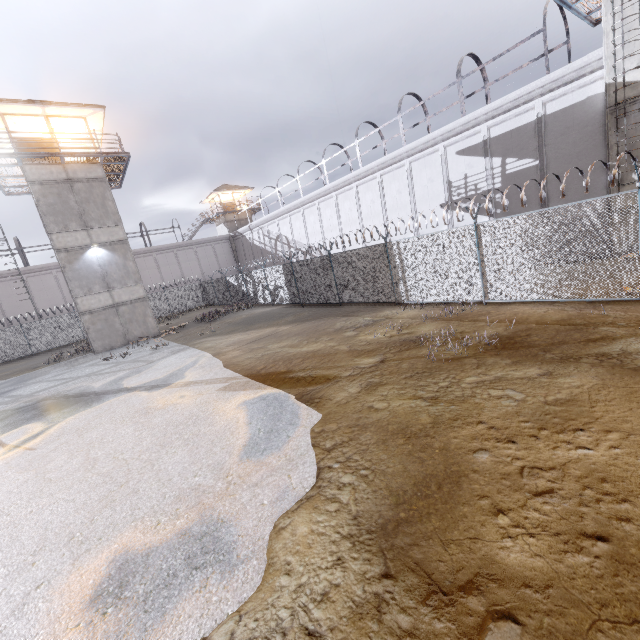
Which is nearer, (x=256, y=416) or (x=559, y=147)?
(x=256, y=416)

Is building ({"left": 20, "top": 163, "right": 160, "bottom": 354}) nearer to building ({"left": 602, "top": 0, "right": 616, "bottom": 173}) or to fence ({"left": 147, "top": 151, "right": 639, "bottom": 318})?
fence ({"left": 147, "top": 151, "right": 639, "bottom": 318})

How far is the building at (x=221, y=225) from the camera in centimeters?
4456cm

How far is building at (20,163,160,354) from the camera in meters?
19.4

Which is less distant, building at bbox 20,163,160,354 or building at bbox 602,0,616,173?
building at bbox 602,0,616,173

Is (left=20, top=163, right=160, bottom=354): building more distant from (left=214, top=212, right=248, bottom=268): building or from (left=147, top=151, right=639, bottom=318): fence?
(left=214, top=212, right=248, bottom=268): building

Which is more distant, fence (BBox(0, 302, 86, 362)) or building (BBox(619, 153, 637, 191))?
fence (BBox(0, 302, 86, 362))

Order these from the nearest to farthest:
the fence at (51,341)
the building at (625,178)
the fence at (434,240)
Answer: the fence at (434,240)
the building at (625,178)
the fence at (51,341)
